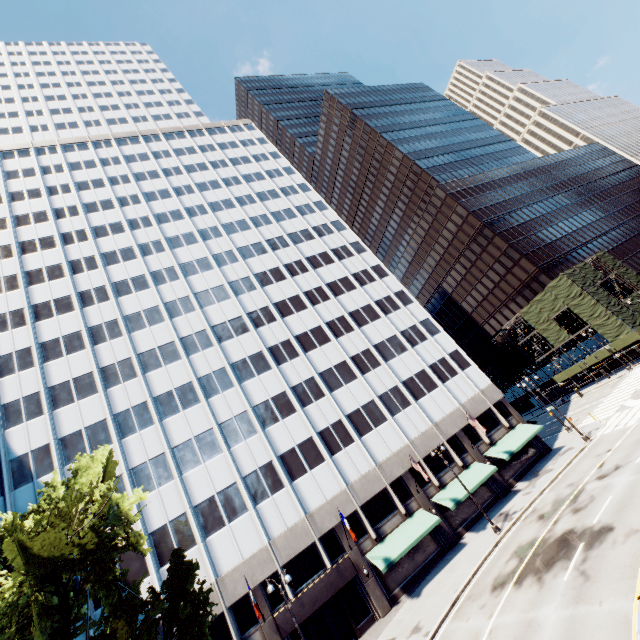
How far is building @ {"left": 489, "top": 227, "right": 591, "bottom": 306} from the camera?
55.8 meters

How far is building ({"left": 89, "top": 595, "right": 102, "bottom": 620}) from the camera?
22.4m

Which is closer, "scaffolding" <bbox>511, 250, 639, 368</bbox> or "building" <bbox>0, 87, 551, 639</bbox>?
"building" <bbox>0, 87, 551, 639</bbox>

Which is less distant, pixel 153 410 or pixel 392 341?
pixel 153 410

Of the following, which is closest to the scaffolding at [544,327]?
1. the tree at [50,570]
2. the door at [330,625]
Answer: the tree at [50,570]

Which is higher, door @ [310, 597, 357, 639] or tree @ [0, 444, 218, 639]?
tree @ [0, 444, 218, 639]

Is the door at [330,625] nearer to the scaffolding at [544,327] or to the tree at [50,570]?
the tree at [50,570]

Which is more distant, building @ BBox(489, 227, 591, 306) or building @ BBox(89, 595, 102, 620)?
building @ BBox(489, 227, 591, 306)
